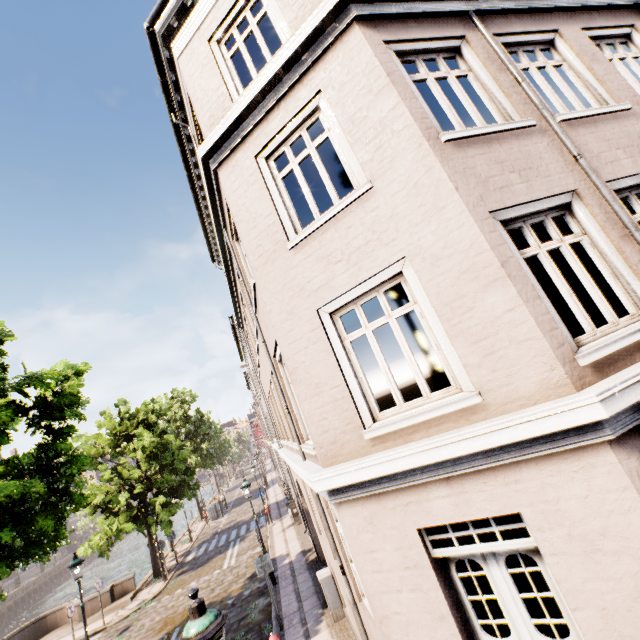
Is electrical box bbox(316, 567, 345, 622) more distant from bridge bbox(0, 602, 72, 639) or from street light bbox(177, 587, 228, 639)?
bridge bbox(0, 602, 72, 639)

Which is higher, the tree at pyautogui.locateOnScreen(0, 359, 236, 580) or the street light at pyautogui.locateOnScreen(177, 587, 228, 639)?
the tree at pyautogui.locateOnScreen(0, 359, 236, 580)

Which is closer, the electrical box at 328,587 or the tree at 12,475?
the tree at 12,475

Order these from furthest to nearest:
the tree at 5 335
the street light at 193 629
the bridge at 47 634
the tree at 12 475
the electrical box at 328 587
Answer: the bridge at 47 634 < the tree at 5 335 < the electrical box at 328 587 < the tree at 12 475 < the street light at 193 629

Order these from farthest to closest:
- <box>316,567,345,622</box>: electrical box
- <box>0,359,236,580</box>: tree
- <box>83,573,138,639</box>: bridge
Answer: <box>83,573,138,639</box>: bridge, <box>316,567,345,622</box>: electrical box, <box>0,359,236,580</box>: tree

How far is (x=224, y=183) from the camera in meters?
5.9

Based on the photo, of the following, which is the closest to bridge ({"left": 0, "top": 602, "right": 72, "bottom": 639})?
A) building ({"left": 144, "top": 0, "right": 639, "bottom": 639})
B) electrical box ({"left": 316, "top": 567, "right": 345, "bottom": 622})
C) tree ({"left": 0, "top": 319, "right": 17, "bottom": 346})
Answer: tree ({"left": 0, "top": 319, "right": 17, "bottom": 346})

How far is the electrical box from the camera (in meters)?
8.65
